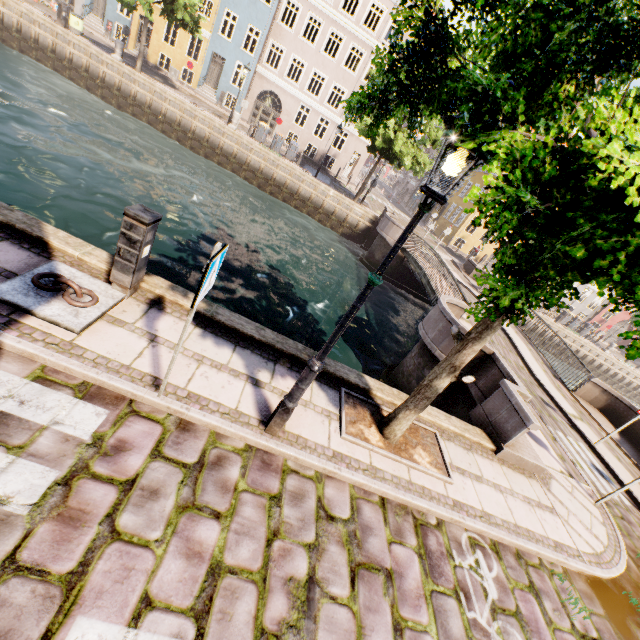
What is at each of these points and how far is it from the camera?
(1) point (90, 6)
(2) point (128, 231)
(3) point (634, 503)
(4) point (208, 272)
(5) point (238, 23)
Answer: (1) building, 26.1 meters
(2) electrical box, 4.0 meters
(3) bridge, 7.9 meters
(4) sign, 2.6 meters
(5) building, 25.7 meters

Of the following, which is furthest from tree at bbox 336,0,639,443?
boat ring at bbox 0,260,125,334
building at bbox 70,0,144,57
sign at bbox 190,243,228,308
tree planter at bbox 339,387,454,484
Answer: building at bbox 70,0,144,57

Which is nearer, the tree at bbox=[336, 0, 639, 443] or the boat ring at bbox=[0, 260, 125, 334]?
the tree at bbox=[336, 0, 639, 443]

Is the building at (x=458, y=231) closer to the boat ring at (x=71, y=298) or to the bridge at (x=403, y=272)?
the bridge at (x=403, y=272)

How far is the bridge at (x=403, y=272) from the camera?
9.0m

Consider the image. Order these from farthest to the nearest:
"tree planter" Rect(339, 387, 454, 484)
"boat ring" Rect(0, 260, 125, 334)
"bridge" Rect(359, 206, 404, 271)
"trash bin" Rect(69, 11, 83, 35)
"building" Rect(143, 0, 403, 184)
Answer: "building" Rect(143, 0, 403, 184), "trash bin" Rect(69, 11, 83, 35), "bridge" Rect(359, 206, 404, 271), "tree planter" Rect(339, 387, 454, 484), "boat ring" Rect(0, 260, 125, 334)

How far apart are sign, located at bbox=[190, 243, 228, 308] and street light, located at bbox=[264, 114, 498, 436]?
1.2m

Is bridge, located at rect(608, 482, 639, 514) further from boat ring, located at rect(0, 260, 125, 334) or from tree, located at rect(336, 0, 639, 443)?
boat ring, located at rect(0, 260, 125, 334)
